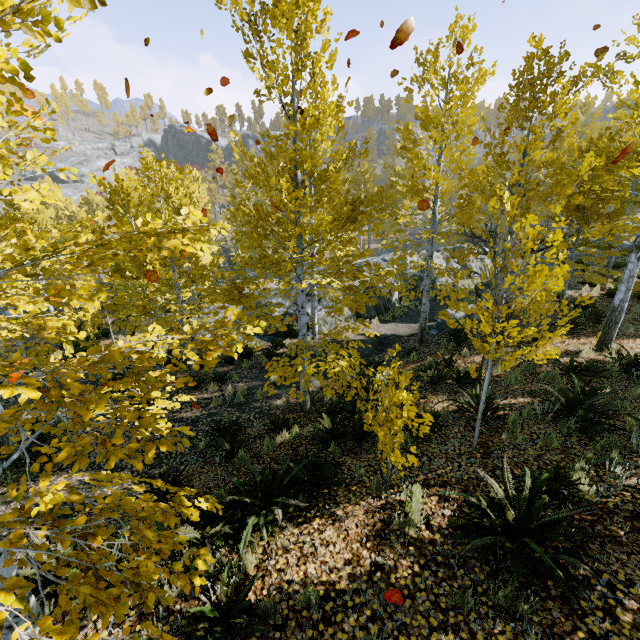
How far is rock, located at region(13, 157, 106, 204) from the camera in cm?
5331

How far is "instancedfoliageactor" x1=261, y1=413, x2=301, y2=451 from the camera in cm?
668

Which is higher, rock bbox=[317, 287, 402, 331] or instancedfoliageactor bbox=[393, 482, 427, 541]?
instancedfoliageactor bbox=[393, 482, 427, 541]

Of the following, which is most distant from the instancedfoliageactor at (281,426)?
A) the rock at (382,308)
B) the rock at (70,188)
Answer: the rock at (70,188)

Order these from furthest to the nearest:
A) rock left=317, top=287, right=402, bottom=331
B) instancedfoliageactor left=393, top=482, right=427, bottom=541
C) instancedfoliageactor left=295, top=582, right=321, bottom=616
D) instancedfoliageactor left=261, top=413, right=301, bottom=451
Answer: rock left=317, top=287, right=402, bottom=331 → instancedfoliageactor left=261, top=413, right=301, bottom=451 → instancedfoliageactor left=393, top=482, right=427, bottom=541 → instancedfoliageactor left=295, top=582, right=321, bottom=616

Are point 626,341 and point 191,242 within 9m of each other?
no

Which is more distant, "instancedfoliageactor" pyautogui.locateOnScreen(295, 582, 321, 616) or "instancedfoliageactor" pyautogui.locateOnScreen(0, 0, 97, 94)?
"instancedfoliageactor" pyautogui.locateOnScreen(295, 582, 321, 616)

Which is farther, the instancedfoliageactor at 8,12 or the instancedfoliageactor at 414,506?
the instancedfoliageactor at 414,506
